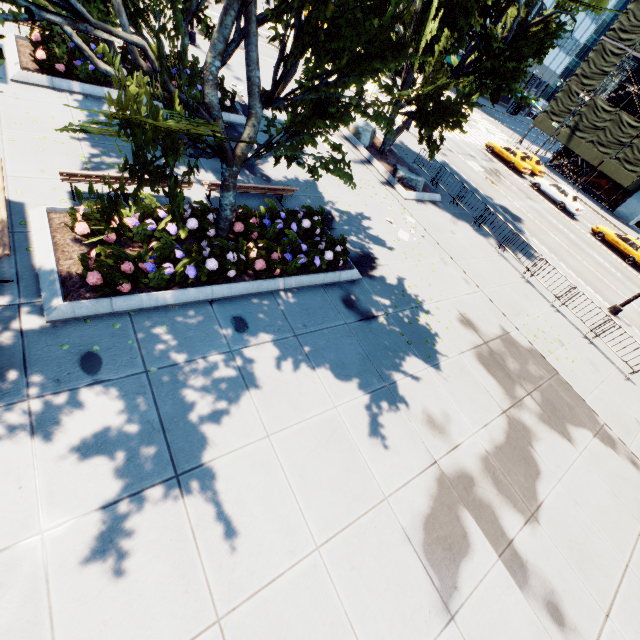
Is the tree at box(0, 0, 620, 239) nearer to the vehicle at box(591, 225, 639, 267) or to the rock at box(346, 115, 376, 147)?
the rock at box(346, 115, 376, 147)

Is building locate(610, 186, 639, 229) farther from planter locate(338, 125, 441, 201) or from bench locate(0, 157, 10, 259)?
bench locate(0, 157, 10, 259)

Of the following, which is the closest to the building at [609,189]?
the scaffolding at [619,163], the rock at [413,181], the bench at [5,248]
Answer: the scaffolding at [619,163]

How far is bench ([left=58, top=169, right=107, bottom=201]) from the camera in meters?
7.2 m

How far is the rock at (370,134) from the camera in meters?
18.0 m

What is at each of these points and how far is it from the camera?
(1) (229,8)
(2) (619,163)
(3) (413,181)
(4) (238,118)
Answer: (1) tree, 5.9 meters
(2) scaffolding, 34.6 meters
(3) rock, 16.8 meters
(4) planter, 14.0 meters

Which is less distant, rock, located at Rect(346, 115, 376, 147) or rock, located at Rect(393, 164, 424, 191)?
rock, located at Rect(393, 164, 424, 191)

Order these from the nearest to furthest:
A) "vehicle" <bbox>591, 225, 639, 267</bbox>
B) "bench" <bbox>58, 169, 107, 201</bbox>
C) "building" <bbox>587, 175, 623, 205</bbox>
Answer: "bench" <bbox>58, 169, 107, 201</bbox> < "vehicle" <bbox>591, 225, 639, 267</bbox> < "building" <bbox>587, 175, 623, 205</bbox>
